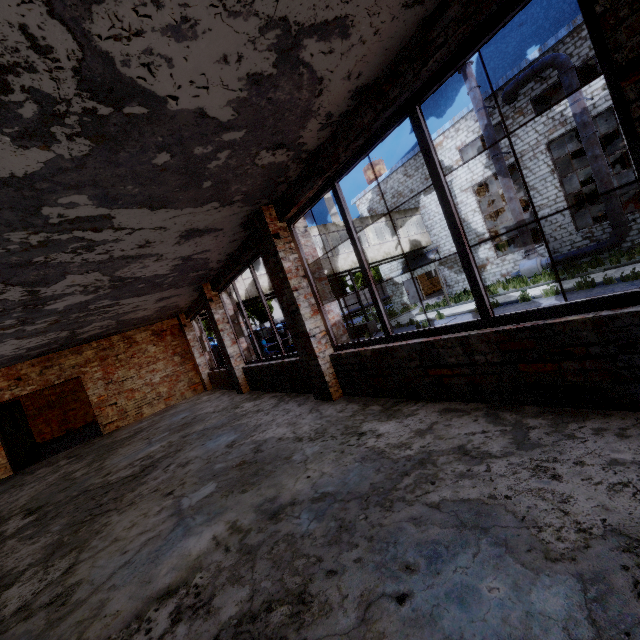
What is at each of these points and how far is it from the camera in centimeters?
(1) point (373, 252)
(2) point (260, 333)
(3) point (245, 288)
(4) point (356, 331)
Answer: (1) building, 2161cm
(2) truck, 2567cm
(3) building, 1650cm
(4) pipe holder, 2175cm

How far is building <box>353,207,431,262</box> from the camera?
21.5 meters

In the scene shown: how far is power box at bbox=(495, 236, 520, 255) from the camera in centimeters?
2253cm

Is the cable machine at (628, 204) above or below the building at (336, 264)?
below

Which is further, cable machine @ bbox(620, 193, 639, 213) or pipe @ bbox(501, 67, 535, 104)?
cable machine @ bbox(620, 193, 639, 213)

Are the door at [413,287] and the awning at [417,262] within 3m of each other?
yes

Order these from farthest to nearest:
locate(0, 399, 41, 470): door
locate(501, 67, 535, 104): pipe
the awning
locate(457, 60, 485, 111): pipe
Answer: the awning < locate(457, 60, 485, 111): pipe < locate(501, 67, 535, 104): pipe < locate(0, 399, 41, 470): door

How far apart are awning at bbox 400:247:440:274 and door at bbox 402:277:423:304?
0.5m
